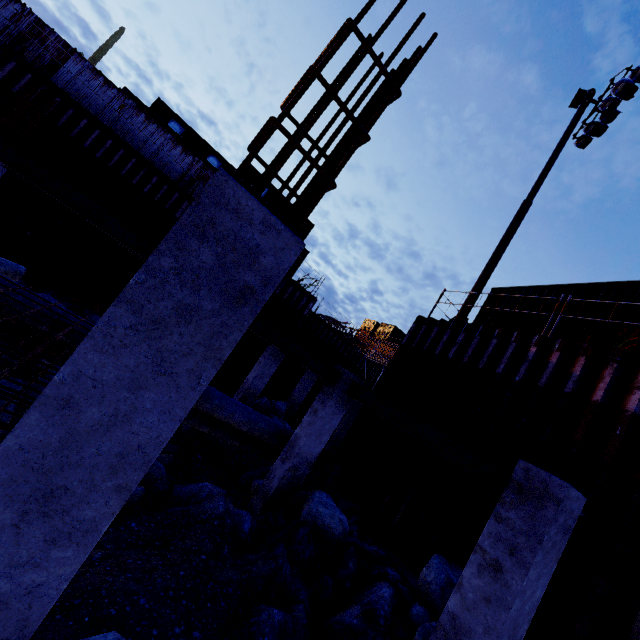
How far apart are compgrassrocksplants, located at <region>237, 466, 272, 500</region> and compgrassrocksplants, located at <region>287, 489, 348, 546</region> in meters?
1.8 m

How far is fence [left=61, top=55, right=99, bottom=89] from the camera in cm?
1405

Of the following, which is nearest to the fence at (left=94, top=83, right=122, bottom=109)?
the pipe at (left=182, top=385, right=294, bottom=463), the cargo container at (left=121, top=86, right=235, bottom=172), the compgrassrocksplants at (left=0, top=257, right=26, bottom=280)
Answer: the cargo container at (left=121, top=86, right=235, bottom=172)

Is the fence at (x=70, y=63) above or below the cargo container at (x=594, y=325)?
above

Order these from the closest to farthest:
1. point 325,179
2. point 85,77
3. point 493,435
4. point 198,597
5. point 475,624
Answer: point 325,179, point 475,624, point 198,597, point 493,435, point 85,77

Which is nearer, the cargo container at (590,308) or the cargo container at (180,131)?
the cargo container at (590,308)

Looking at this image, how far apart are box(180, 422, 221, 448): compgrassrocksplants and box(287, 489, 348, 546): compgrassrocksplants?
3.7 meters

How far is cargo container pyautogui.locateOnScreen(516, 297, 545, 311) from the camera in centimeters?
990cm
